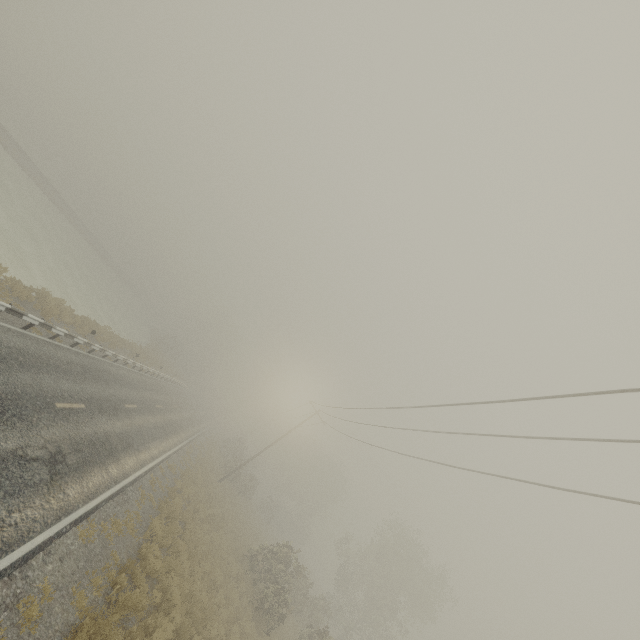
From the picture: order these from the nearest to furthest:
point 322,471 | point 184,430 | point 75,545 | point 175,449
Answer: point 75,545 → point 175,449 → point 184,430 → point 322,471
